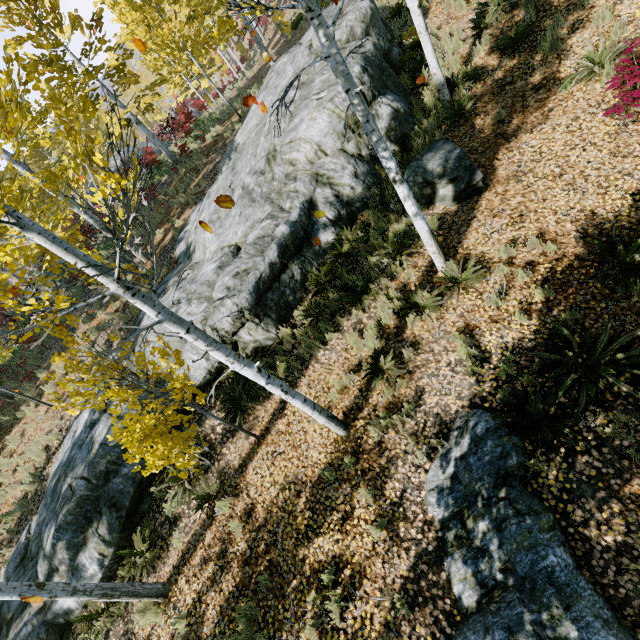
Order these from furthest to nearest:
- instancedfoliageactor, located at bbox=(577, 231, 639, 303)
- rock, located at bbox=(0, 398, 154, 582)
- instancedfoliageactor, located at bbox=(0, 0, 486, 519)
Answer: rock, located at bbox=(0, 398, 154, 582)
instancedfoliageactor, located at bbox=(577, 231, 639, 303)
instancedfoliageactor, located at bbox=(0, 0, 486, 519)

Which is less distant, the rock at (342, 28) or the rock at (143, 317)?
the rock at (342, 28)

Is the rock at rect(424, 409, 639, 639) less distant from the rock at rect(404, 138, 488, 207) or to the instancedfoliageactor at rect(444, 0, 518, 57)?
the instancedfoliageactor at rect(444, 0, 518, 57)

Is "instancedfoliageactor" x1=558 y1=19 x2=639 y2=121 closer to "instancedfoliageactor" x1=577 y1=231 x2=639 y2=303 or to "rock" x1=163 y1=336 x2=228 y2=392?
"rock" x1=163 y1=336 x2=228 y2=392

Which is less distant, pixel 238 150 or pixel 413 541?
pixel 413 541

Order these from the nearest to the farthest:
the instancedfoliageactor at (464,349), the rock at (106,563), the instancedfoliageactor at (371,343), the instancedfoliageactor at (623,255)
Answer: the instancedfoliageactor at (623,255), the instancedfoliageactor at (464,349), the instancedfoliageactor at (371,343), the rock at (106,563)

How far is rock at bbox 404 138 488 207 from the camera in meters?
7.0 m

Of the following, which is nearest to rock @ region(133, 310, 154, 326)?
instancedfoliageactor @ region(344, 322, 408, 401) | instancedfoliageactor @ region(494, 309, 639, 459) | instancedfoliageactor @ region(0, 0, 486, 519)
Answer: instancedfoliageactor @ region(0, 0, 486, 519)
